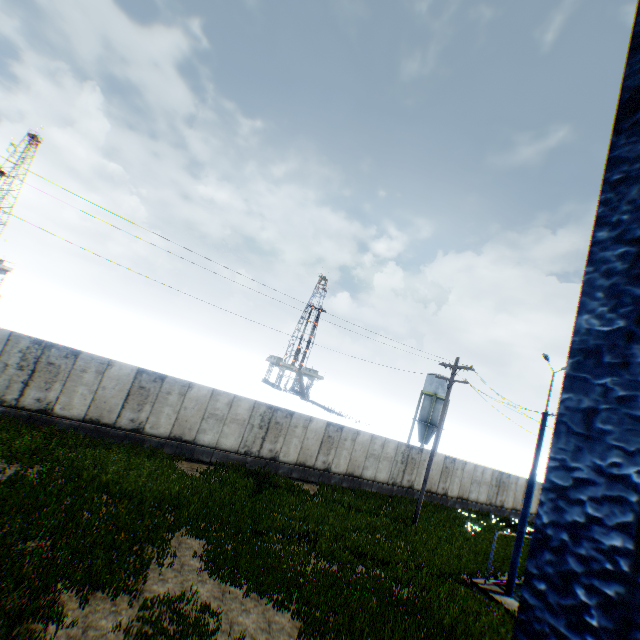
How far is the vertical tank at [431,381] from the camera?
48.4 meters

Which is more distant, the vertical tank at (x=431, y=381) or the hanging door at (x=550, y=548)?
the vertical tank at (x=431, y=381)

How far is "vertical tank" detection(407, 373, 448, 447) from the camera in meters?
48.4

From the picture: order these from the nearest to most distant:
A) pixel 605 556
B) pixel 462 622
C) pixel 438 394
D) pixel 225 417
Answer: pixel 605 556, pixel 462 622, pixel 225 417, pixel 438 394

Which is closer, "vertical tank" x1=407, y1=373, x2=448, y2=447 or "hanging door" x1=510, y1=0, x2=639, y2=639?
"hanging door" x1=510, y1=0, x2=639, y2=639
